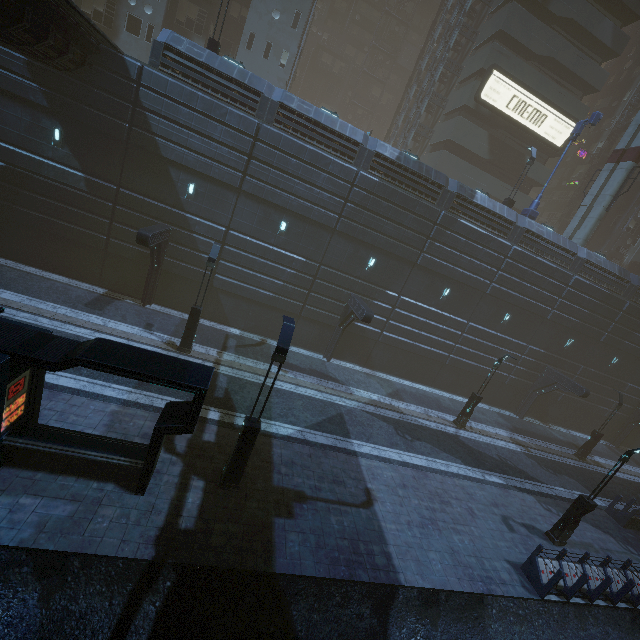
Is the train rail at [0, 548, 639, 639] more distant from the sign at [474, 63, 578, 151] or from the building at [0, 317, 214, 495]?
the sign at [474, 63, 578, 151]

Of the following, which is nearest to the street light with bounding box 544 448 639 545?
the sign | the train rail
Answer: the train rail

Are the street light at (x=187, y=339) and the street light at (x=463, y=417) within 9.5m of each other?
no

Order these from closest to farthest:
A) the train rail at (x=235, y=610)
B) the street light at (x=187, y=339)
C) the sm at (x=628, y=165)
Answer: the train rail at (x=235, y=610) < the street light at (x=187, y=339) < the sm at (x=628, y=165)

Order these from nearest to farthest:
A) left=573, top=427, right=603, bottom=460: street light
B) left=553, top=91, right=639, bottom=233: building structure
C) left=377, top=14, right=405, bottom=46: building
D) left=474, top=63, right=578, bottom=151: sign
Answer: left=573, top=427, right=603, bottom=460: street light, left=474, top=63, right=578, bottom=151: sign, left=553, top=91, right=639, bottom=233: building structure, left=377, top=14, right=405, bottom=46: building

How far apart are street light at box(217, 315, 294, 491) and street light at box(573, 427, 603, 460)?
25.8m

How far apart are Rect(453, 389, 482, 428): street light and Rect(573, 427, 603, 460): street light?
10.55m

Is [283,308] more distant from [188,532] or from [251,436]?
[188,532]
